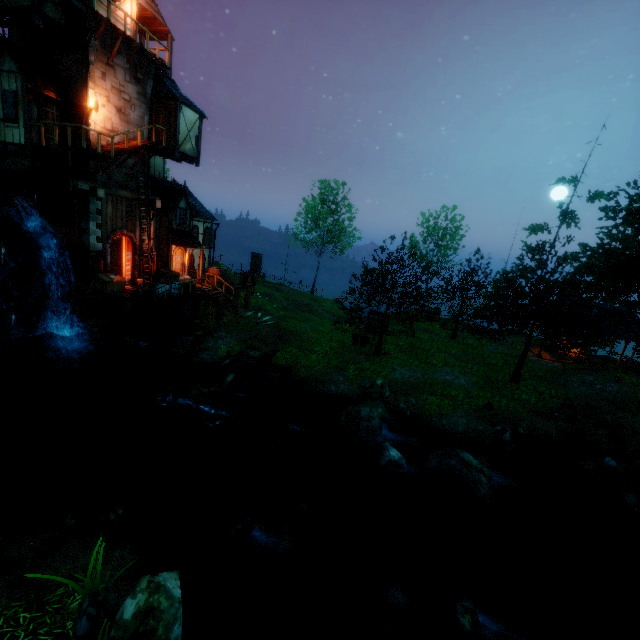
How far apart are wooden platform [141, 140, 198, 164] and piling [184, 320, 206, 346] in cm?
1008

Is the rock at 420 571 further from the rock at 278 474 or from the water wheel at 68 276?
the water wheel at 68 276

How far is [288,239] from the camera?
34.5 meters

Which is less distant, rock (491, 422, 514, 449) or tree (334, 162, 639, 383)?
rock (491, 422, 514, 449)

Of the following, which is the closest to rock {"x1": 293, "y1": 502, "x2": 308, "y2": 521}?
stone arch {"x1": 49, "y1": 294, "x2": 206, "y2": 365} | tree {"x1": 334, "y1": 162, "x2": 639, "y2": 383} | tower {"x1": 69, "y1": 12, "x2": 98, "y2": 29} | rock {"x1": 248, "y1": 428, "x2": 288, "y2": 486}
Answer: rock {"x1": 248, "y1": 428, "x2": 288, "y2": 486}

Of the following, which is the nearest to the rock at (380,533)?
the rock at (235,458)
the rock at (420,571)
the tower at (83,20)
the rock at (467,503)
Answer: the rock at (420,571)

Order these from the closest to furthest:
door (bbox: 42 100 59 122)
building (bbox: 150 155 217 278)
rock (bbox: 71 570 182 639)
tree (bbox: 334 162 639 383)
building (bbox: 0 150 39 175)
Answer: rock (bbox: 71 570 182 639)
door (bbox: 42 100 59 122)
tree (bbox: 334 162 639 383)
building (bbox: 0 150 39 175)
building (bbox: 150 155 217 278)

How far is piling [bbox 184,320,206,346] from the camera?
19.14m
